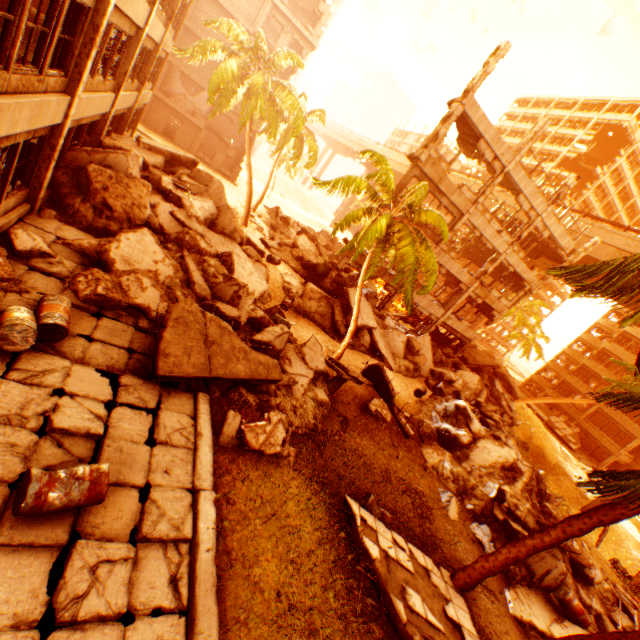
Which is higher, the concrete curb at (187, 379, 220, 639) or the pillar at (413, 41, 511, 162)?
the pillar at (413, 41, 511, 162)

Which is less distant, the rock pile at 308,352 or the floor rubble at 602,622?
the rock pile at 308,352

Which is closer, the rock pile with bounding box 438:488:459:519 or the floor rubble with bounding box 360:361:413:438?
the rock pile with bounding box 438:488:459:519

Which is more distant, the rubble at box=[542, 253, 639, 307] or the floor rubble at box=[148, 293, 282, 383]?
the floor rubble at box=[148, 293, 282, 383]

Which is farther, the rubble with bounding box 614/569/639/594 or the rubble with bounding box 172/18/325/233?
the rubble with bounding box 172/18/325/233

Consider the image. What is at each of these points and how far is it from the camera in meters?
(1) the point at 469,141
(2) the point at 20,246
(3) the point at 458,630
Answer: (1) floor rubble, 19.0
(2) rock pile, 7.5
(3) floor rubble, 7.3

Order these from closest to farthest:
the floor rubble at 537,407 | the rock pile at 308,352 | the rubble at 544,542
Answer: the rubble at 544,542 → the rock pile at 308,352 → the floor rubble at 537,407

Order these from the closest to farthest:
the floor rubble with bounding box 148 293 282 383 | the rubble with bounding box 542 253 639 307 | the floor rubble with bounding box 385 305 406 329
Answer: the rubble with bounding box 542 253 639 307 → the floor rubble with bounding box 148 293 282 383 → the floor rubble with bounding box 385 305 406 329
